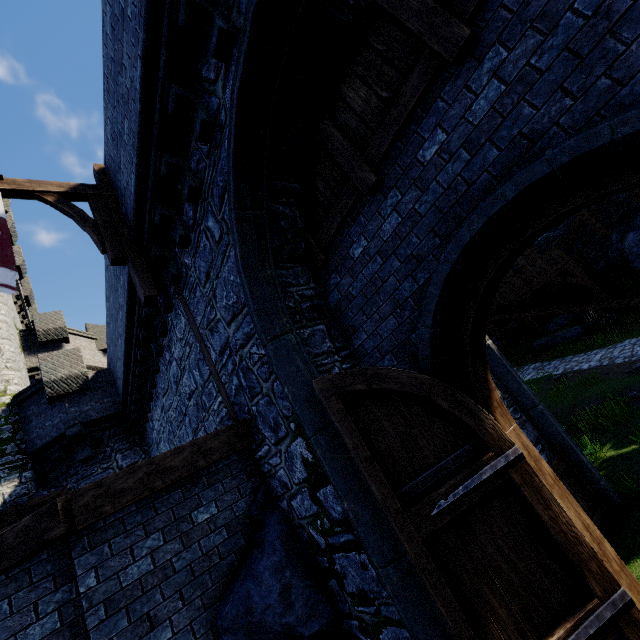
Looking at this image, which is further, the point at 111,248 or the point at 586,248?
the point at 586,248

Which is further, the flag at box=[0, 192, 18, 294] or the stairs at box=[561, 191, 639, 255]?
the stairs at box=[561, 191, 639, 255]

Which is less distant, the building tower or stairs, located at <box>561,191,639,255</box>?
the building tower

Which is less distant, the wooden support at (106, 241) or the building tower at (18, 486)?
the wooden support at (106, 241)

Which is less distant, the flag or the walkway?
the flag

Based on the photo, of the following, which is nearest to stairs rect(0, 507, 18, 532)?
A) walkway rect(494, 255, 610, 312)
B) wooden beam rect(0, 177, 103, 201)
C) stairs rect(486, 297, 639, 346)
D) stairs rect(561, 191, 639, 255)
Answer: wooden beam rect(0, 177, 103, 201)

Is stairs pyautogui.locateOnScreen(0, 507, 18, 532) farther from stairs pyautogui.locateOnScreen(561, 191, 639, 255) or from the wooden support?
stairs pyautogui.locateOnScreen(561, 191, 639, 255)

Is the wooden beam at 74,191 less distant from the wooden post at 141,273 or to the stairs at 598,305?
the wooden post at 141,273
